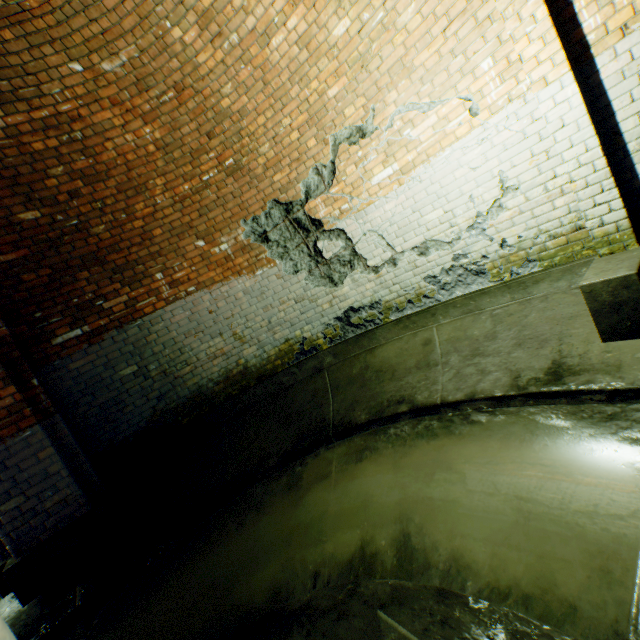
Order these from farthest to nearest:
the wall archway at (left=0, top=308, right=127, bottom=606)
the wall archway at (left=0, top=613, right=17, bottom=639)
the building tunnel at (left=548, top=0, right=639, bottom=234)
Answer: the wall archway at (left=0, top=308, right=127, bottom=606) < the building tunnel at (left=548, top=0, right=639, bottom=234) < the wall archway at (left=0, top=613, right=17, bottom=639)

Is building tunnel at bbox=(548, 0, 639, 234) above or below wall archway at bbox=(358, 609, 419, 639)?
above

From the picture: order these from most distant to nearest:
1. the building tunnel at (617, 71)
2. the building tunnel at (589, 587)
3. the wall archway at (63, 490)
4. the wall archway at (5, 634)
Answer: the wall archway at (63, 490)
the building tunnel at (617, 71)
the building tunnel at (589, 587)
the wall archway at (5, 634)

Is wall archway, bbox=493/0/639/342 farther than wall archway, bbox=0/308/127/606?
No

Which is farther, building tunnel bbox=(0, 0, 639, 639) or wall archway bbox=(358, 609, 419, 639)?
building tunnel bbox=(0, 0, 639, 639)

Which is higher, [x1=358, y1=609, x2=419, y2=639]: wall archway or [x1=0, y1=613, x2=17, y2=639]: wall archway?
[x1=0, y1=613, x2=17, y2=639]: wall archway

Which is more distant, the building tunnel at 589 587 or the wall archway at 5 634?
the building tunnel at 589 587

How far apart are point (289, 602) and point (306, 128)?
4.6m
